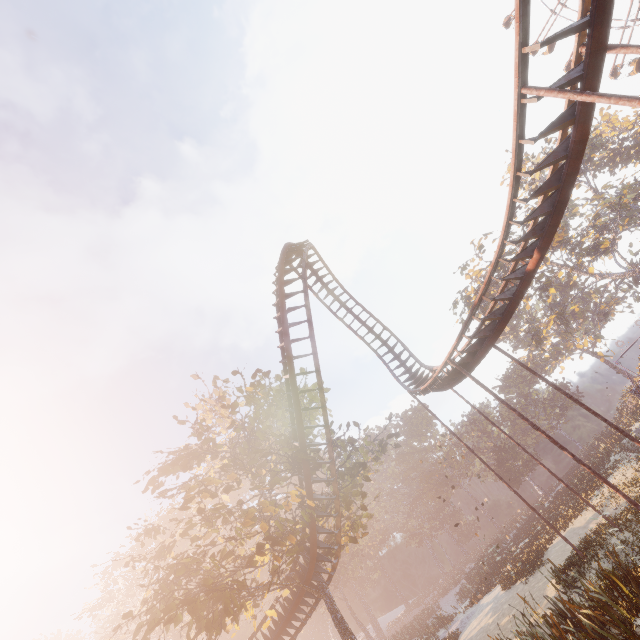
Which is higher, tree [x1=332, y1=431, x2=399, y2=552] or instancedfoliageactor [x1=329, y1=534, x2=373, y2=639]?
instancedfoliageactor [x1=329, y1=534, x2=373, y2=639]

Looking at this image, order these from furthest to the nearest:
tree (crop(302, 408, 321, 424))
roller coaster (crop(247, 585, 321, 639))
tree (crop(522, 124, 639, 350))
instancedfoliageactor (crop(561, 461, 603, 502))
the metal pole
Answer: tree (crop(522, 124, 639, 350)) → instancedfoliageactor (crop(561, 461, 603, 502)) → tree (crop(302, 408, 321, 424)) → roller coaster (crop(247, 585, 321, 639)) → the metal pole

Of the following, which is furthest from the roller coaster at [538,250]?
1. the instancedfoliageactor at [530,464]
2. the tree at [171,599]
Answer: the instancedfoliageactor at [530,464]

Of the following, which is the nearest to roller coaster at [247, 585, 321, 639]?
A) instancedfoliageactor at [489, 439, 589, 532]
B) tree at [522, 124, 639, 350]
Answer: instancedfoliageactor at [489, 439, 589, 532]

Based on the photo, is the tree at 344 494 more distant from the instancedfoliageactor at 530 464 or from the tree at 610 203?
the tree at 610 203

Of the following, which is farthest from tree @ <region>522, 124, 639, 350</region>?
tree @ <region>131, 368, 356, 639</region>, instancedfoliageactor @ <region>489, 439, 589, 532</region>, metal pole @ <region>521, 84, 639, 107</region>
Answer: metal pole @ <region>521, 84, 639, 107</region>

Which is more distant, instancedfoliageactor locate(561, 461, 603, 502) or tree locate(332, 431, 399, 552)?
instancedfoliageactor locate(561, 461, 603, 502)

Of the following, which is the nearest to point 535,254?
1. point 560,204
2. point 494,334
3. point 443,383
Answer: point 560,204
